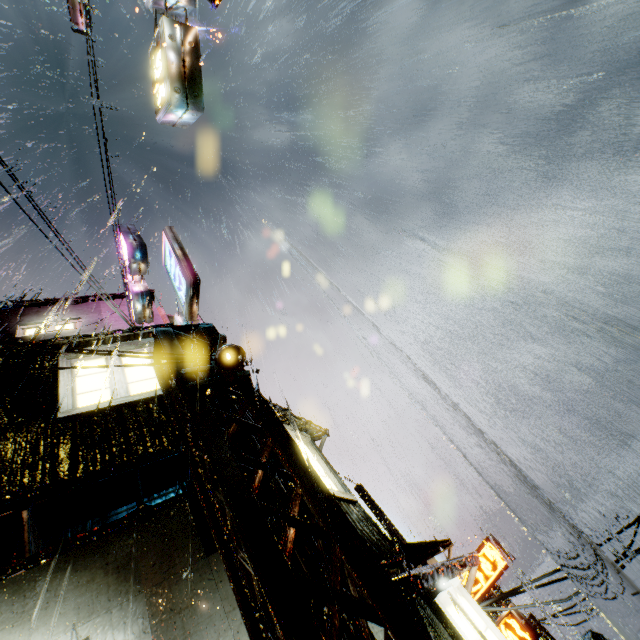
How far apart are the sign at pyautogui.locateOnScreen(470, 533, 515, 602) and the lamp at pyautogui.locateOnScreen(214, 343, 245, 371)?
22.4m

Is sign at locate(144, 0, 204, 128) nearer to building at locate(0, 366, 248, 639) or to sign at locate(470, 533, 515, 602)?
building at locate(0, 366, 248, 639)

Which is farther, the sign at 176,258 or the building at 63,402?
the sign at 176,258

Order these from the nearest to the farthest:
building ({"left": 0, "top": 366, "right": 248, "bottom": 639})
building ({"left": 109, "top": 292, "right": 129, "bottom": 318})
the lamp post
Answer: building ({"left": 0, "top": 366, "right": 248, "bottom": 639}), the lamp post, building ({"left": 109, "top": 292, "right": 129, "bottom": 318})

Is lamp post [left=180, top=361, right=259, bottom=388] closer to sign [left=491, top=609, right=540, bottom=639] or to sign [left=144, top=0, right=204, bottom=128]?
sign [left=144, top=0, right=204, bottom=128]

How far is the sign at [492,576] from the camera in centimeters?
1905cm

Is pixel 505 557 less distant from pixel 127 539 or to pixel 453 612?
pixel 453 612

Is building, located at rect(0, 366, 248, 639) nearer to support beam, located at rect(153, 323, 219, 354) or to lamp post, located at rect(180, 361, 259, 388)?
support beam, located at rect(153, 323, 219, 354)
